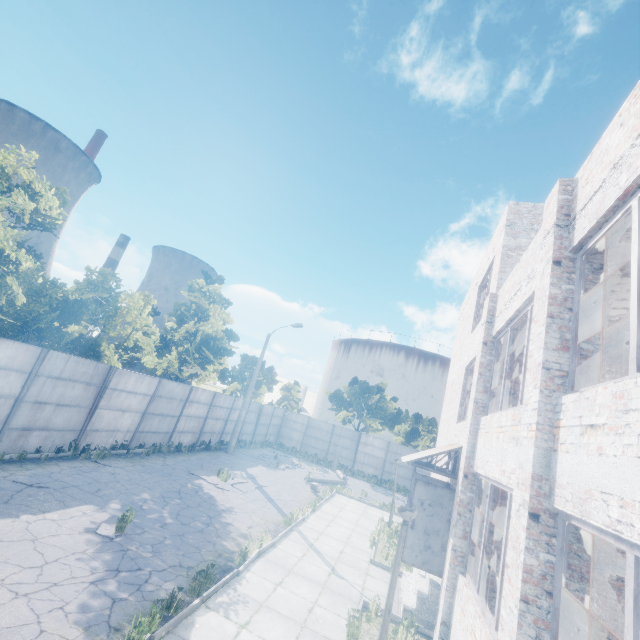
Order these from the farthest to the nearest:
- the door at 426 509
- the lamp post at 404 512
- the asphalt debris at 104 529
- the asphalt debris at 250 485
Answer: the asphalt debris at 250 485
the door at 426 509
the asphalt debris at 104 529
the lamp post at 404 512

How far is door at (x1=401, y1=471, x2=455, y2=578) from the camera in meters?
8.7 m

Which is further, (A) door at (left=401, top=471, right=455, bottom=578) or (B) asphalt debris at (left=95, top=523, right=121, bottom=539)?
(A) door at (left=401, top=471, right=455, bottom=578)

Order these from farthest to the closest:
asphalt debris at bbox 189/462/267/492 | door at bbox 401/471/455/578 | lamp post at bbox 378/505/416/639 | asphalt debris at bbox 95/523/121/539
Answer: asphalt debris at bbox 189/462/267/492 < door at bbox 401/471/455/578 < asphalt debris at bbox 95/523/121/539 < lamp post at bbox 378/505/416/639

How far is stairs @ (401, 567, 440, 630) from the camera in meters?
8.3

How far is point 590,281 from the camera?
4.6 meters

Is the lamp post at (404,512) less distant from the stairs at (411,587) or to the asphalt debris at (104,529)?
the stairs at (411,587)

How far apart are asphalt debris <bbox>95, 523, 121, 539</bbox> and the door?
7.44m
